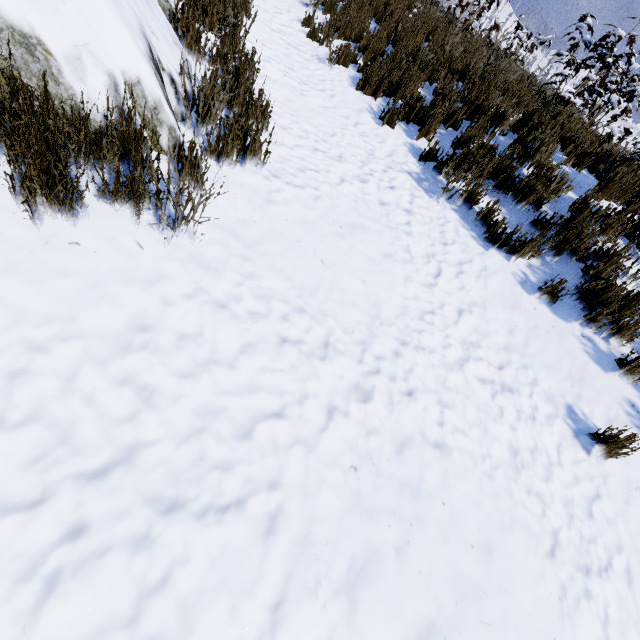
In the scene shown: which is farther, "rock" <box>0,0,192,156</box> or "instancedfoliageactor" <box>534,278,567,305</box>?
"instancedfoliageactor" <box>534,278,567,305</box>

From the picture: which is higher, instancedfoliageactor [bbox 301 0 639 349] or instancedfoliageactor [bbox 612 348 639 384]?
A: instancedfoliageactor [bbox 301 0 639 349]

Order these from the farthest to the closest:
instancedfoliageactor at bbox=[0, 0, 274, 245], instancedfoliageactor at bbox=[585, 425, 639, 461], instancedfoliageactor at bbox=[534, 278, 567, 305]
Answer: instancedfoliageactor at bbox=[534, 278, 567, 305]
instancedfoliageactor at bbox=[585, 425, 639, 461]
instancedfoliageactor at bbox=[0, 0, 274, 245]

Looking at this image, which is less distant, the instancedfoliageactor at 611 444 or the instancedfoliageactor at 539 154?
the instancedfoliageactor at 611 444

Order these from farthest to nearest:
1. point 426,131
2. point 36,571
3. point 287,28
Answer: point 287,28 → point 426,131 → point 36,571

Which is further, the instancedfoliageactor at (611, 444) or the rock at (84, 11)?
the instancedfoliageactor at (611, 444)

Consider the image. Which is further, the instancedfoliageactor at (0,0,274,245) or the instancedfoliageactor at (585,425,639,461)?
the instancedfoliageactor at (585,425,639,461)
